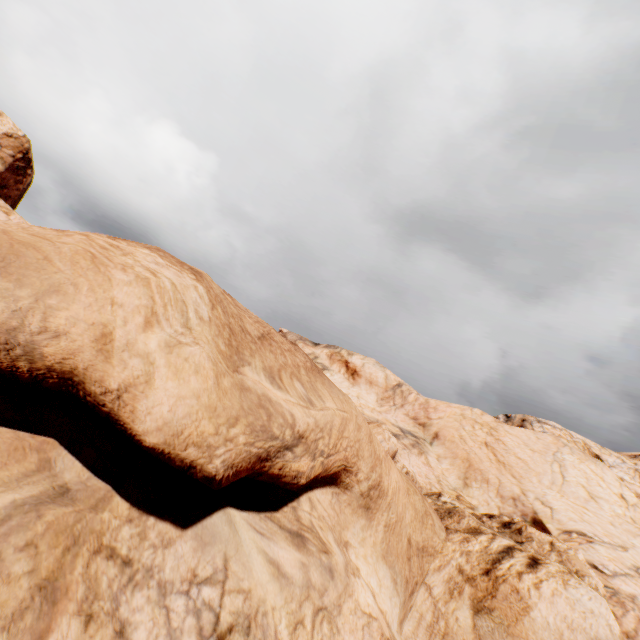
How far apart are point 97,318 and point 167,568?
3.6m
